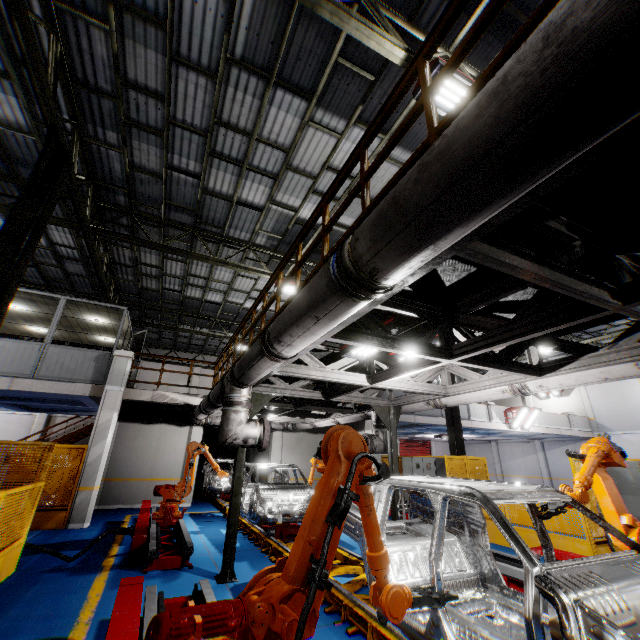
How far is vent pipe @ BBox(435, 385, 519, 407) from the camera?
5.97m

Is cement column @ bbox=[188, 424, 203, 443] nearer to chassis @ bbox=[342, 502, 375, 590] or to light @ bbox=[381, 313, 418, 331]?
chassis @ bbox=[342, 502, 375, 590]

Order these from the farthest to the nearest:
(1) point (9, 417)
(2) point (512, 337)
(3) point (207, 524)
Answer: (1) point (9, 417)
(3) point (207, 524)
(2) point (512, 337)

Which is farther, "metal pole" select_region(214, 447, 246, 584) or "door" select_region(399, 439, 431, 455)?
"door" select_region(399, 439, 431, 455)

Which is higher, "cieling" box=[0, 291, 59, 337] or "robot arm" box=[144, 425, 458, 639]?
"cieling" box=[0, 291, 59, 337]

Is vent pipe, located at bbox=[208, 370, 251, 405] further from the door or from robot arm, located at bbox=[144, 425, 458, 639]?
the door

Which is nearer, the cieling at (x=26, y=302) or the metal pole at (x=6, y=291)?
the metal pole at (x=6, y=291)

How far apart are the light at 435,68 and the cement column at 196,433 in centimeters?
1469cm
